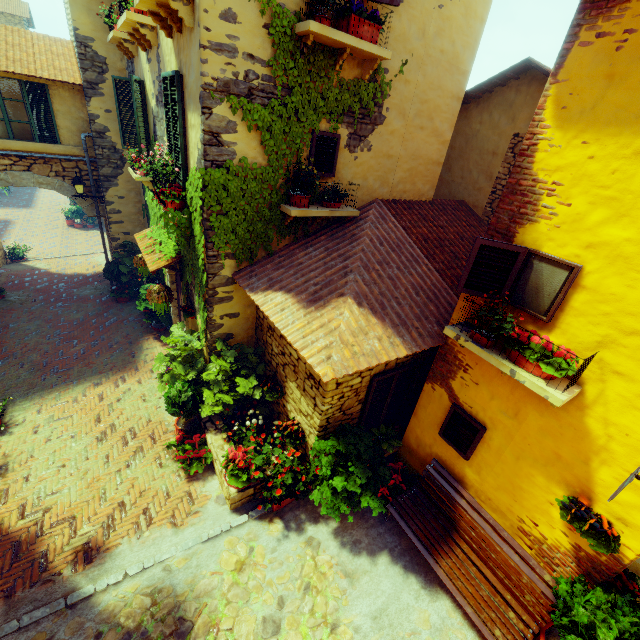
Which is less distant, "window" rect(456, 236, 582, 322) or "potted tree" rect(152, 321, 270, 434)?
"window" rect(456, 236, 582, 322)

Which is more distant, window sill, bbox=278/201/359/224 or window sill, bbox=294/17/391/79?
window sill, bbox=278/201/359/224

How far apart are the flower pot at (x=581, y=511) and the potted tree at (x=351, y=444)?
2.11m

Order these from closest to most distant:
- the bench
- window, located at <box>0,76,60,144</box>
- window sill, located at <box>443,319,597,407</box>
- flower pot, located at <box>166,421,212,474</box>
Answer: window sill, located at <box>443,319,597,407</box>, the bench, flower pot, located at <box>166,421,212,474</box>, window, located at <box>0,76,60,144</box>

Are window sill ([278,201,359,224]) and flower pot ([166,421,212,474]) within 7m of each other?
yes

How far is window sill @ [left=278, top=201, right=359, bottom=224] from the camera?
5.5m

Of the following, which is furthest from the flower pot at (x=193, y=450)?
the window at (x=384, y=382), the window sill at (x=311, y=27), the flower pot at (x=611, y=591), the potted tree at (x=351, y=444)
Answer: the window sill at (x=311, y=27)

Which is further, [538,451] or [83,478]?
[83,478]
